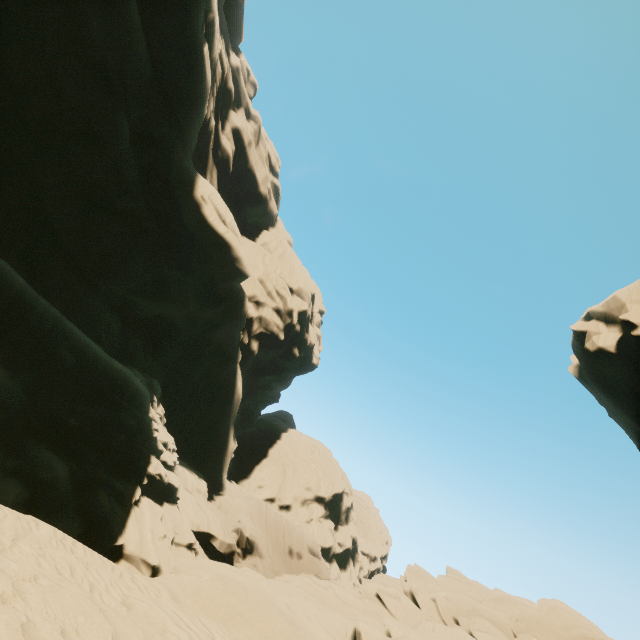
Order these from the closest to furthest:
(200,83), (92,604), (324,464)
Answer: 1. (92,604)
2. (200,83)
3. (324,464)

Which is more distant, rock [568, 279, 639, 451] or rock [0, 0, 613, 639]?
rock [568, 279, 639, 451]

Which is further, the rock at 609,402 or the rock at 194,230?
the rock at 609,402
